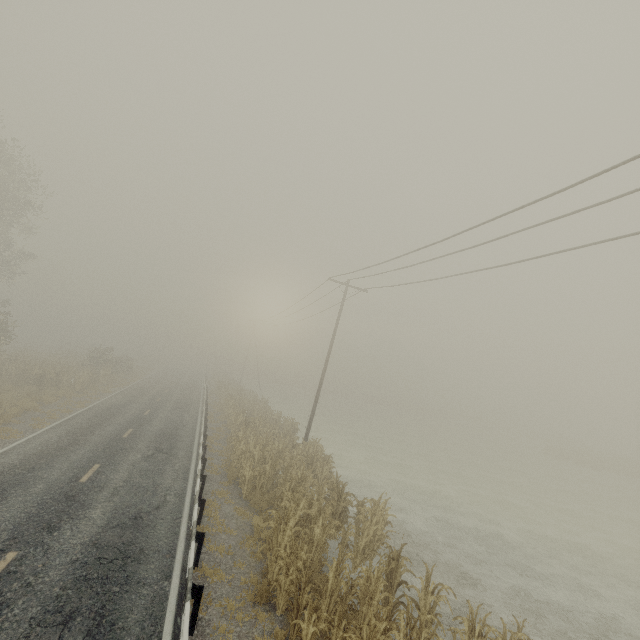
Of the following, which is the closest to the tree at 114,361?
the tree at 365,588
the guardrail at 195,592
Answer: the guardrail at 195,592

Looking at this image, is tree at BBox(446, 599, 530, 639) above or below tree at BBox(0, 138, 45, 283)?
below

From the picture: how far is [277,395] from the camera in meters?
59.8

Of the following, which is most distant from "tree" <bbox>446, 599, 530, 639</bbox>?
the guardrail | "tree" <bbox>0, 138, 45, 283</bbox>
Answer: "tree" <bbox>0, 138, 45, 283</bbox>

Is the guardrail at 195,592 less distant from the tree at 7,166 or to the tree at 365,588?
the tree at 7,166

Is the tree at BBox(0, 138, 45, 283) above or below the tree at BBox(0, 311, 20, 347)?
above

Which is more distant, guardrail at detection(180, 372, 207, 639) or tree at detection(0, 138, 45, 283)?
tree at detection(0, 138, 45, 283)

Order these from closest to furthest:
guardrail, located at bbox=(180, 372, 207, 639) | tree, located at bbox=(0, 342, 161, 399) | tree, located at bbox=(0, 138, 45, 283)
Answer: guardrail, located at bbox=(180, 372, 207, 639) < tree, located at bbox=(0, 138, 45, 283) < tree, located at bbox=(0, 342, 161, 399)
